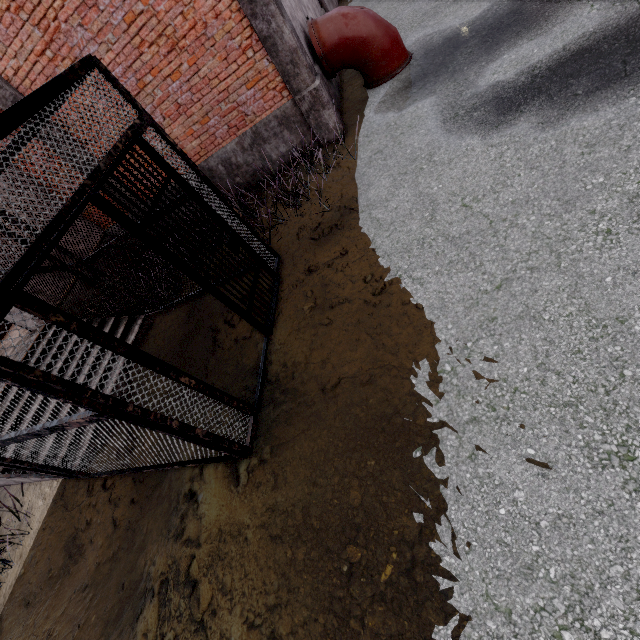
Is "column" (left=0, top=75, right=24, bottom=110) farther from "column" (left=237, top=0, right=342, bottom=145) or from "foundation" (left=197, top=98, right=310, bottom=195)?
"column" (left=237, top=0, right=342, bottom=145)

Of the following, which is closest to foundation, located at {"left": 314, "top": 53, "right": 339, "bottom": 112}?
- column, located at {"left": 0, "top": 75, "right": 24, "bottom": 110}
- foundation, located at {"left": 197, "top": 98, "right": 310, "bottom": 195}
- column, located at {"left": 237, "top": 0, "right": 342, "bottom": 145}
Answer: column, located at {"left": 237, "top": 0, "right": 342, "bottom": 145}

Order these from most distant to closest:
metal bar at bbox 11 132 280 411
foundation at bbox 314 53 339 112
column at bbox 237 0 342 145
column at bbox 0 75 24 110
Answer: foundation at bbox 314 53 339 112 < column at bbox 0 75 24 110 < column at bbox 237 0 342 145 < metal bar at bbox 11 132 280 411

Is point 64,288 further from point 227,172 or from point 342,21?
point 342,21

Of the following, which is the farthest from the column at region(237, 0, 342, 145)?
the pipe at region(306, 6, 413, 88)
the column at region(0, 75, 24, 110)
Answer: the column at region(0, 75, 24, 110)

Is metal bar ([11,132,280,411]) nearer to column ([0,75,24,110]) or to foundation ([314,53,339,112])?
foundation ([314,53,339,112])

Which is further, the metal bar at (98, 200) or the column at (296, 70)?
the column at (296, 70)

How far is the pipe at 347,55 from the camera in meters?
6.0
